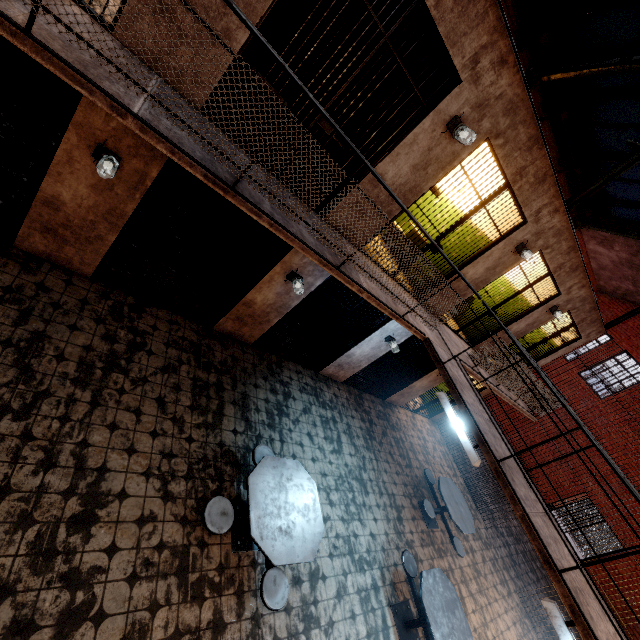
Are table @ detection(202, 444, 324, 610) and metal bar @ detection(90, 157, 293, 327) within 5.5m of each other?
yes

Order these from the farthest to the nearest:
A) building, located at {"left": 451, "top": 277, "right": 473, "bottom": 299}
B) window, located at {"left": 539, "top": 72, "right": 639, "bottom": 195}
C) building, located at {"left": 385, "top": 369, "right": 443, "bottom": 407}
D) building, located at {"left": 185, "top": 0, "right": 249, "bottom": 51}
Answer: building, located at {"left": 385, "top": 369, "right": 443, "bottom": 407}, window, located at {"left": 539, "top": 72, "right": 639, "bottom": 195}, building, located at {"left": 451, "top": 277, "right": 473, "bottom": 299}, building, located at {"left": 185, "top": 0, "right": 249, "bottom": 51}

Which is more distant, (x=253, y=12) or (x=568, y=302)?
(x=568, y=302)

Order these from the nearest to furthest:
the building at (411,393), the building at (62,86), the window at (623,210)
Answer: the building at (62,86), the window at (623,210), the building at (411,393)

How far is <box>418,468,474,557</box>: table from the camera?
7.1 meters

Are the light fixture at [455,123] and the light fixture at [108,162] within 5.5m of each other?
yes

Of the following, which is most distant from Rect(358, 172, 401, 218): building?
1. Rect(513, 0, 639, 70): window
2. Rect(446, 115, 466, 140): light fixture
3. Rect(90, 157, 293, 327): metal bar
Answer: Rect(513, 0, 639, 70): window

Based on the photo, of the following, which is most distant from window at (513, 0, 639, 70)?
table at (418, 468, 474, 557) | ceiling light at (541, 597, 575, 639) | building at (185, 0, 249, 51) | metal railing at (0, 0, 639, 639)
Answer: table at (418, 468, 474, 557)
